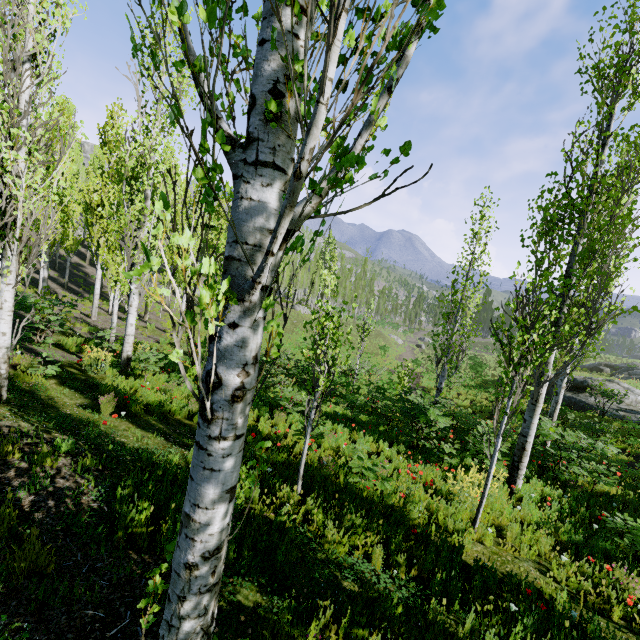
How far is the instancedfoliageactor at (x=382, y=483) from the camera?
6.2 meters

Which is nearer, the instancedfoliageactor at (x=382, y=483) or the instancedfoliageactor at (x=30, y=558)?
the instancedfoliageactor at (x=30, y=558)

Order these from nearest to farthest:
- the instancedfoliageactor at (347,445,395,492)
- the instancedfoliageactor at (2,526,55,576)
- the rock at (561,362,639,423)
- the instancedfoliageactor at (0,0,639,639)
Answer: the instancedfoliageactor at (0,0,639,639)
the instancedfoliageactor at (2,526,55,576)
the instancedfoliageactor at (347,445,395,492)
the rock at (561,362,639,423)

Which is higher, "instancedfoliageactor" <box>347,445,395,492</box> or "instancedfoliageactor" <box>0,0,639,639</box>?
"instancedfoliageactor" <box>0,0,639,639</box>

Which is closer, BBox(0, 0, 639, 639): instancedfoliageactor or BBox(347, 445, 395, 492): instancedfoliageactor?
BBox(0, 0, 639, 639): instancedfoliageactor

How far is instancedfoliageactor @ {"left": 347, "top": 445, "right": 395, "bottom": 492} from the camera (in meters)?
6.19

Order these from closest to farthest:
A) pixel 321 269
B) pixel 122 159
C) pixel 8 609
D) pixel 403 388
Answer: pixel 8 609
pixel 122 159
pixel 403 388
pixel 321 269

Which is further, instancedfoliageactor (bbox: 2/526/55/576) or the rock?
the rock
